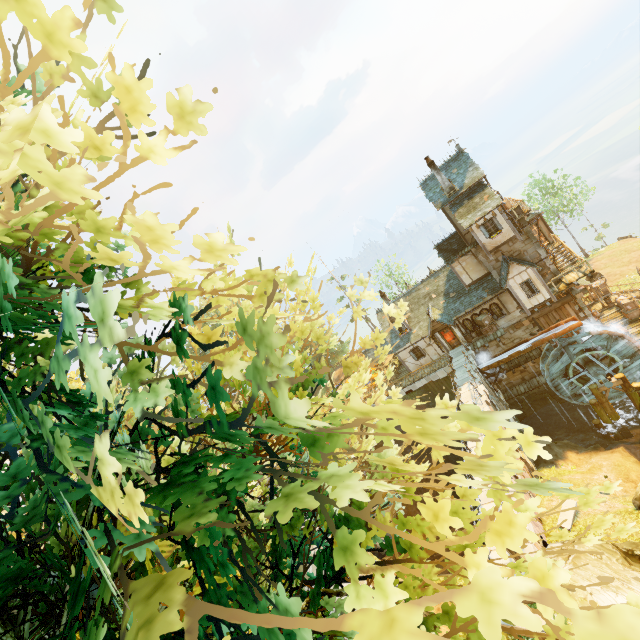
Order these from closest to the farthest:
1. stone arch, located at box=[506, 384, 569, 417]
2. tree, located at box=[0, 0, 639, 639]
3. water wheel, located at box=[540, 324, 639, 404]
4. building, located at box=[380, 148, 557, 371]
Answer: tree, located at box=[0, 0, 639, 639], water wheel, located at box=[540, 324, 639, 404], building, located at box=[380, 148, 557, 371], stone arch, located at box=[506, 384, 569, 417]

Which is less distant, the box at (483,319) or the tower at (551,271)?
the tower at (551,271)

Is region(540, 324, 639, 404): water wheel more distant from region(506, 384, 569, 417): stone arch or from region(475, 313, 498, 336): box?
region(475, 313, 498, 336): box

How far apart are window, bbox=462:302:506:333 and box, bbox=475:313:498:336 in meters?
0.0 m

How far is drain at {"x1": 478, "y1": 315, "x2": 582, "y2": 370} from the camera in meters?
24.1 m

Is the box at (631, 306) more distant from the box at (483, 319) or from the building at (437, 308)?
the box at (483, 319)

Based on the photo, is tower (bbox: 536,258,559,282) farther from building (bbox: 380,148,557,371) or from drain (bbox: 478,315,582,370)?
drain (bbox: 478,315,582,370)

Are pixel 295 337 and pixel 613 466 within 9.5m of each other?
no
